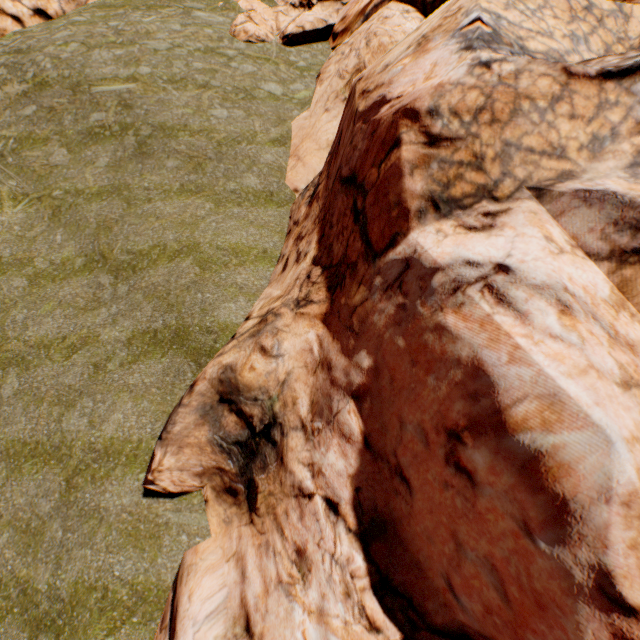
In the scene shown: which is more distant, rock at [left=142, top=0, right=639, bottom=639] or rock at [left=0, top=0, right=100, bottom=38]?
rock at [left=0, top=0, right=100, bottom=38]

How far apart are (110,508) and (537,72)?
11.50m

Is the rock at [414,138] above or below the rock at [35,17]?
below

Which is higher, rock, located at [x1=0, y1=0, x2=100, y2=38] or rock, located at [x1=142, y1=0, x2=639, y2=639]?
rock, located at [x1=0, y1=0, x2=100, y2=38]

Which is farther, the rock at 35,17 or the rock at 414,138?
the rock at 35,17
